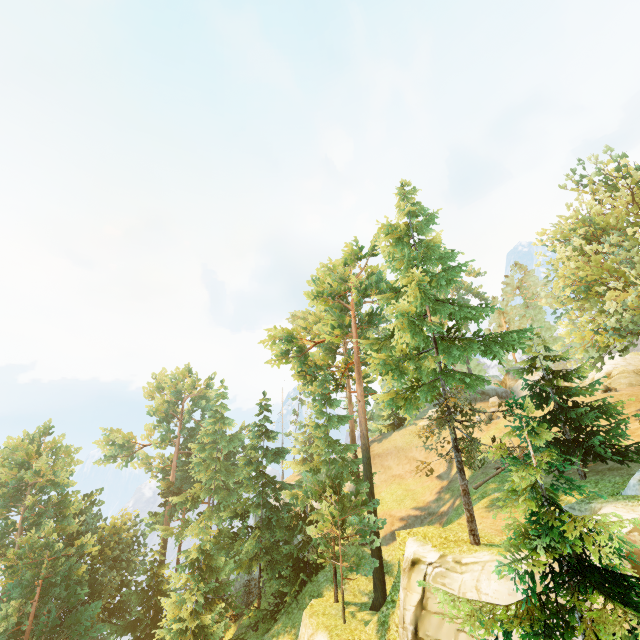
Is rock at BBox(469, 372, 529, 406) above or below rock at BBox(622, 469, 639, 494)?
above

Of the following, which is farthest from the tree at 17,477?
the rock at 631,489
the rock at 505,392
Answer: the rock at 505,392

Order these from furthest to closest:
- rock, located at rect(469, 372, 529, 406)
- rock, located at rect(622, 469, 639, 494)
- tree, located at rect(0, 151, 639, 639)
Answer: rock, located at rect(469, 372, 529, 406) < rock, located at rect(622, 469, 639, 494) < tree, located at rect(0, 151, 639, 639)

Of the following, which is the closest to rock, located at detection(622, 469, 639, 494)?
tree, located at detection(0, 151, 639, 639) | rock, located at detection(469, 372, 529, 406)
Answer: tree, located at detection(0, 151, 639, 639)

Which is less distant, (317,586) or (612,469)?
(612,469)

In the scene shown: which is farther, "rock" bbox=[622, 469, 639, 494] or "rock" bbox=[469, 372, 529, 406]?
"rock" bbox=[469, 372, 529, 406]

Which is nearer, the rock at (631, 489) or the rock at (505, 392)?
the rock at (631, 489)

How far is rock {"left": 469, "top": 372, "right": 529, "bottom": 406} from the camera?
40.3m
